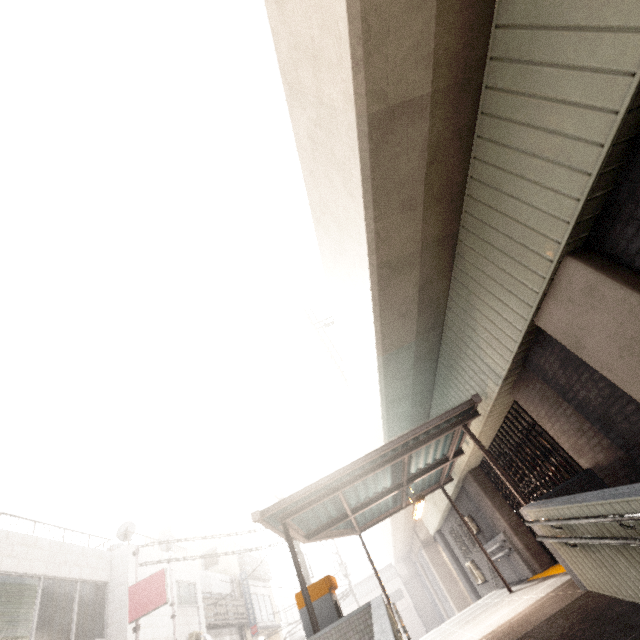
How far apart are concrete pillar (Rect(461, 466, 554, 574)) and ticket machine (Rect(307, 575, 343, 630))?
6.32m

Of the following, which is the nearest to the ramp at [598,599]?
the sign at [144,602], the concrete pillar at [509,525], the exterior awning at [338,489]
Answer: the exterior awning at [338,489]

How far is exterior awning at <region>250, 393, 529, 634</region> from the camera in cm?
650

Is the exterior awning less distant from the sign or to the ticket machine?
the ticket machine

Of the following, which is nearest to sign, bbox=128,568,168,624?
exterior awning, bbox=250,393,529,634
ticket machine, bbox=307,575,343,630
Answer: exterior awning, bbox=250,393,529,634

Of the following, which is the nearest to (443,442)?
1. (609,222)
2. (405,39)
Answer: (609,222)

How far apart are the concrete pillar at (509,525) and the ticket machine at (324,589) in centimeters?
632cm
